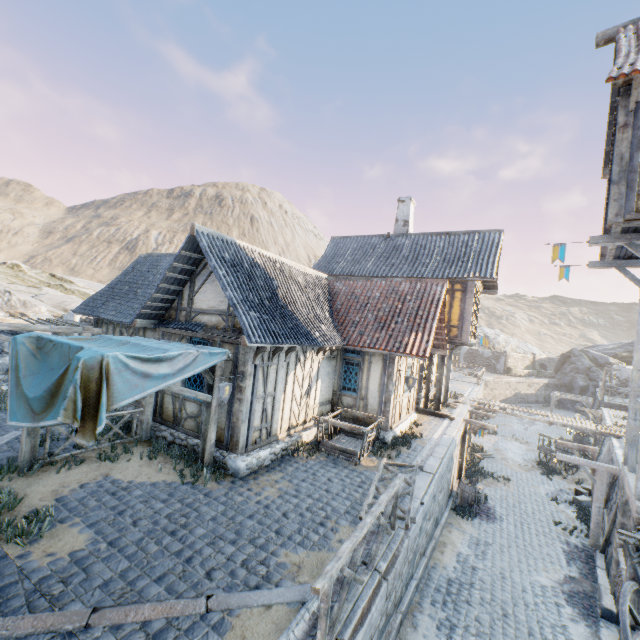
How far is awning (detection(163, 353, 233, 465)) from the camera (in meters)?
7.66

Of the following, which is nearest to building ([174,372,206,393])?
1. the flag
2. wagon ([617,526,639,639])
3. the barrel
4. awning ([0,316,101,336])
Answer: awning ([0,316,101,336])

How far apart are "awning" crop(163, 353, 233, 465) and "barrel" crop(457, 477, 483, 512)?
11.3 meters

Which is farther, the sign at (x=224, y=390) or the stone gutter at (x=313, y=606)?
the sign at (x=224, y=390)

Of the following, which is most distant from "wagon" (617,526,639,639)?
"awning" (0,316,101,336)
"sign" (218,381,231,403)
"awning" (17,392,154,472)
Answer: "awning" (0,316,101,336)

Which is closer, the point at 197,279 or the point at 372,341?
the point at 197,279

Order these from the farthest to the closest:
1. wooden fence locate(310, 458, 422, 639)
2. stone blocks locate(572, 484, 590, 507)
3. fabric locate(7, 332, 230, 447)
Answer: stone blocks locate(572, 484, 590, 507)
fabric locate(7, 332, 230, 447)
wooden fence locate(310, 458, 422, 639)

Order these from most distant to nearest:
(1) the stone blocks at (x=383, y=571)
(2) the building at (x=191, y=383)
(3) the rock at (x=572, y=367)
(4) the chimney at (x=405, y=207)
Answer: (3) the rock at (x=572, y=367), (4) the chimney at (x=405, y=207), (2) the building at (x=191, y=383), (1) the stone blocks at (x=383, y=571)
